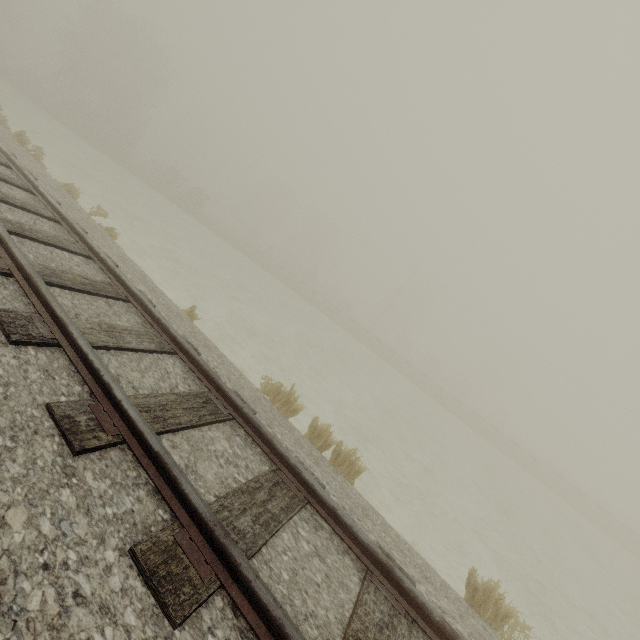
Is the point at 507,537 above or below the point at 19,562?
below
